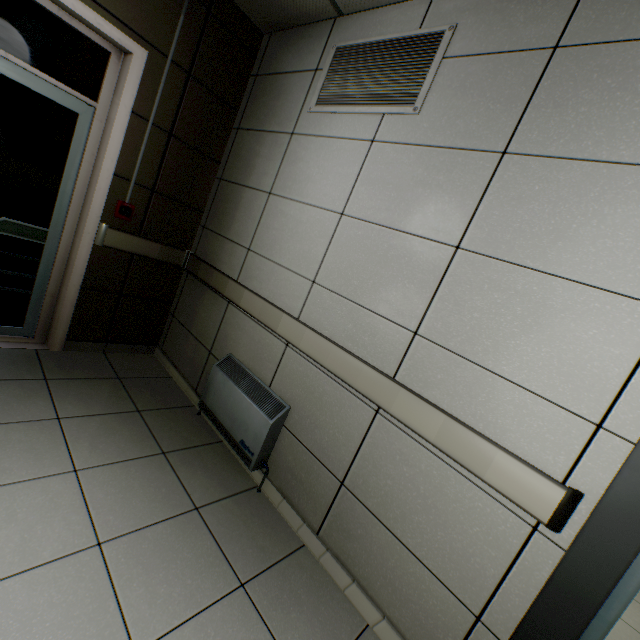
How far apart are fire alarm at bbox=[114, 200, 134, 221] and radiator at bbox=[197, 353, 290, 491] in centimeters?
148cm

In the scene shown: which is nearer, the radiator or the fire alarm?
the radiator

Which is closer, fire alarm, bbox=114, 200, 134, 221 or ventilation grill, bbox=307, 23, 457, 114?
ventilation grill, bbox=307, 23, 457, 114

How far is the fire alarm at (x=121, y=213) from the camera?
2.69m

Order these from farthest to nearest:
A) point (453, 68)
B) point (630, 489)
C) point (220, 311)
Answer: point (220, 311), point (453, 68), point (630, 489)

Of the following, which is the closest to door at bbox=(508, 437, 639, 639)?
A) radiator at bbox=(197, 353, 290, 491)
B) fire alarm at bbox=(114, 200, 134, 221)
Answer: radiator at bbox=(197, 353, 290, 491)

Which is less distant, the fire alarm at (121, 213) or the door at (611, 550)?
the door at (611, 550)

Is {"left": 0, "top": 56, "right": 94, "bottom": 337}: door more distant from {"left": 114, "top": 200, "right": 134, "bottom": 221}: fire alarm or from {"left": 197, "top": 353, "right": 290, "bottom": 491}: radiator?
{"left": 197, "top": 353, "right": 290, "bottom": 491}: radiator
